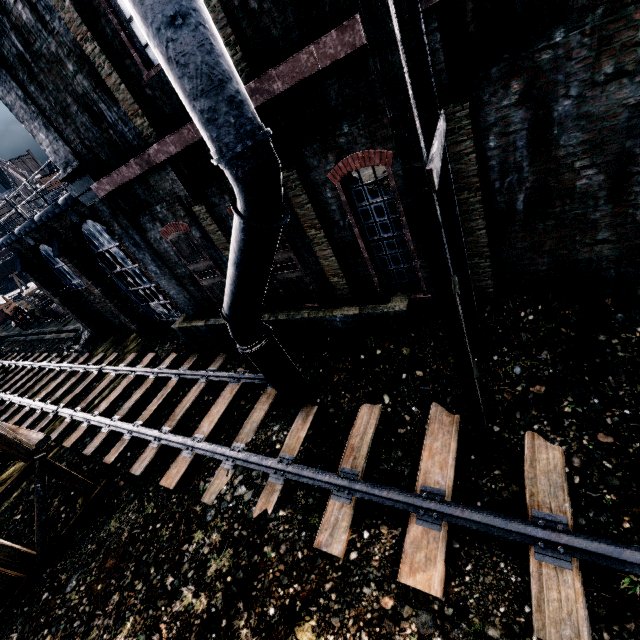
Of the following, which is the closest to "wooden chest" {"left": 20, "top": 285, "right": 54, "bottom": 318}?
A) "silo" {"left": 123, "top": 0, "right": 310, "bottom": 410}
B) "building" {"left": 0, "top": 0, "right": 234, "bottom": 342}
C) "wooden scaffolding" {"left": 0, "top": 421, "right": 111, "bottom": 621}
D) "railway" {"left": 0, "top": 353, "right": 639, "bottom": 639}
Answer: "building" {"left": 0, "top": 0, "right": 234, "bottom": 342}

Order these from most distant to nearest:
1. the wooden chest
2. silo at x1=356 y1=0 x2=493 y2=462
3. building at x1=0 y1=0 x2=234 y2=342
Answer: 1. the wooden chest
2. building at x1=0 y1=0 x2=234 y2=342
3. silo at x1=356 y1=0 x2=493 y2=462

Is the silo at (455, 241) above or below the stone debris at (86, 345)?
above

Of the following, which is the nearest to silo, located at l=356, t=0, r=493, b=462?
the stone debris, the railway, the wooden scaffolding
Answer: the railway

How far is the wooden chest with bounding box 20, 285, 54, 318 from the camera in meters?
33.5

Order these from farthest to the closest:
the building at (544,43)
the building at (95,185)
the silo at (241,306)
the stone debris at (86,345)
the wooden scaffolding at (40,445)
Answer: the stone debris at (86,345), the wooden scaffolding at (40,445), the building at (95,185), the building at (544,43), the silo at (241,306)

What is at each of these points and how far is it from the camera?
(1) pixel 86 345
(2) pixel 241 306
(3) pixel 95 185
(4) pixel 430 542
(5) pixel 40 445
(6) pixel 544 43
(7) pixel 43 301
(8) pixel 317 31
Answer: (1) stone debris, 23.4 meters
(2) silo, 7.5 meters
(3) building, 10.6 meters
(4) railway, 6.1 meters
(5) wooden scaffolding, 9.8 meters
(6) building, 4.8 meters
(7) wooden chest, 36.2 meters
(8) building, 5.8 meters

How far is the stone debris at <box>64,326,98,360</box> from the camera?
22.8m
